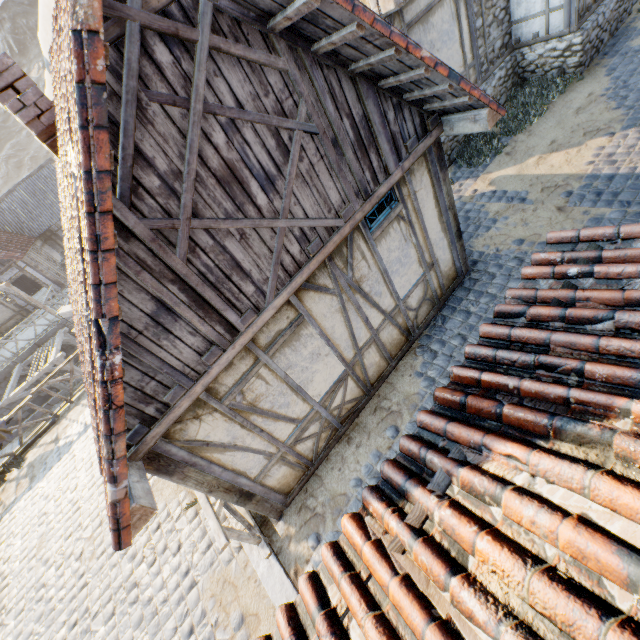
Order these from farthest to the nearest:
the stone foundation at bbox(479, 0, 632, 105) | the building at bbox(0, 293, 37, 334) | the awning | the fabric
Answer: the building at bbox(0, 293, 37, 334) < the awning < the fabric < the stone foundation at bbox(479, 0, 632, 105)

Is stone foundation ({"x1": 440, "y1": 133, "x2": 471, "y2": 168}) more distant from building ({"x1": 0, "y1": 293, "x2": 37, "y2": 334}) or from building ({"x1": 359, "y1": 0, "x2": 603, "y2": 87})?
building ({"x1": 0, "y1": 293, "x2": 37, "y2": 334})

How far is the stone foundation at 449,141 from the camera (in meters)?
8.76

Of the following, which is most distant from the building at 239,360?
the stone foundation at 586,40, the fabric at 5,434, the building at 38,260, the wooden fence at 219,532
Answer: the building at 38,260

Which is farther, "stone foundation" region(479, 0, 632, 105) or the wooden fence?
"stone foundation" region(479, 0, 632, 105)

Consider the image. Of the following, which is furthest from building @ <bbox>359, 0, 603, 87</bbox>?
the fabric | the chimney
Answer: the fabric

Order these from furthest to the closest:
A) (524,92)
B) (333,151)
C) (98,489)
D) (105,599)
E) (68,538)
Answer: (524,92) < (98,489) < (68,538) < (105,599) < (333,151)

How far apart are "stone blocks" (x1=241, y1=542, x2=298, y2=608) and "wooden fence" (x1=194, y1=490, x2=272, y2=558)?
0.0 meters
